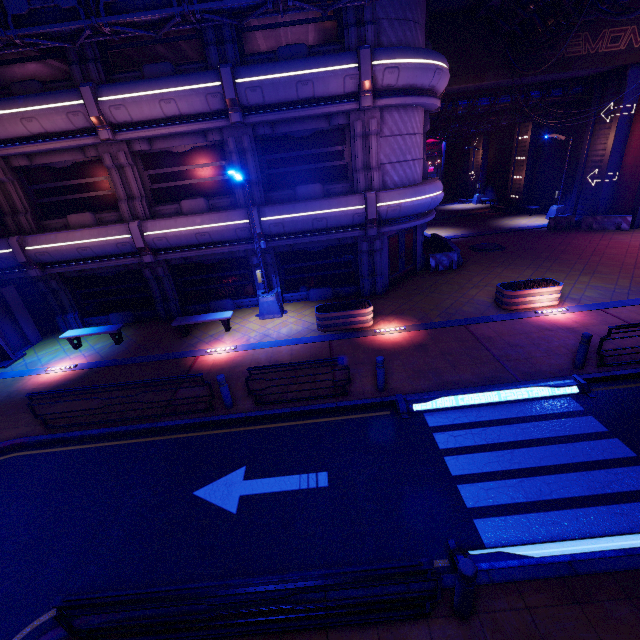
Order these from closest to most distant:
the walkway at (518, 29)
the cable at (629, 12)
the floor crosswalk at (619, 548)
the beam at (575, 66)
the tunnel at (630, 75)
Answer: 1. the floor crosswalk at (619, 548)
2. the cable at (629, 12)
3. the walkway at (518, 29)
4. the beam at (575, 66)
5. the tunnel at (630, 75)

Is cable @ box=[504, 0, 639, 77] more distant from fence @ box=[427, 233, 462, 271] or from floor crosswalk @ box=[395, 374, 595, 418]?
floor crosswalk @ box=[395, 374, 595, 418]

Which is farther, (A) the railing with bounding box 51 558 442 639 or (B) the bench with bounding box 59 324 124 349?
(B) the bench with bounding box 59 324 124 349

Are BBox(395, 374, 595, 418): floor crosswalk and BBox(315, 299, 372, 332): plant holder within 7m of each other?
→ yes

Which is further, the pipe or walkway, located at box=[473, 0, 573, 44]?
walkway, located at box=[473, 0, 573, 44]

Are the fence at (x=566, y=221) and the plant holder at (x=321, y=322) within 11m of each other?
no

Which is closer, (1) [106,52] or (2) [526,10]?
(1) [106,52]

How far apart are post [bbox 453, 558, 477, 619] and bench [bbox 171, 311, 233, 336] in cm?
1118
